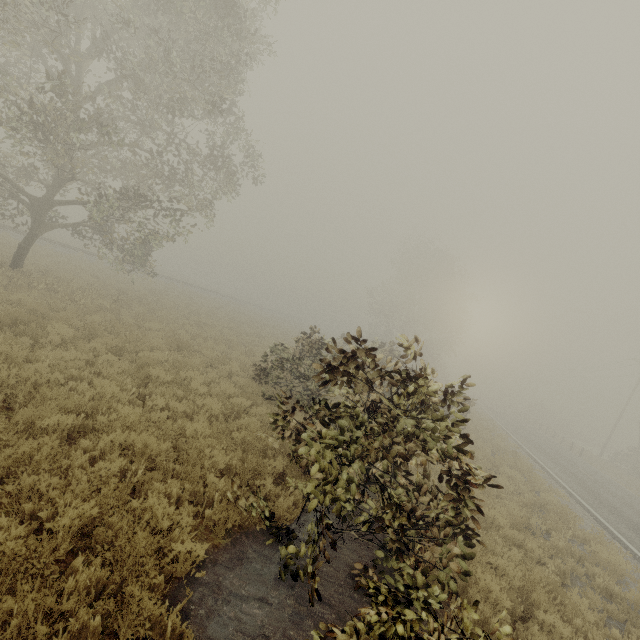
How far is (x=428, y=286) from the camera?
44.0 meters
